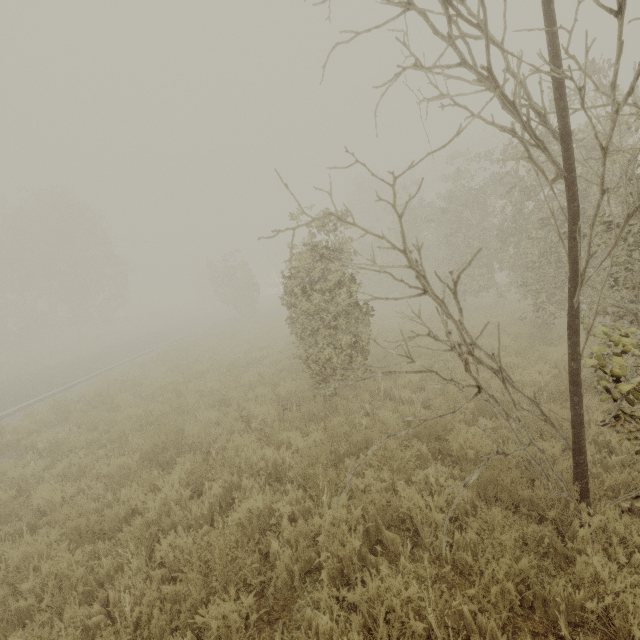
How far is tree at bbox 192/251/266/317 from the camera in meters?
27.7 m

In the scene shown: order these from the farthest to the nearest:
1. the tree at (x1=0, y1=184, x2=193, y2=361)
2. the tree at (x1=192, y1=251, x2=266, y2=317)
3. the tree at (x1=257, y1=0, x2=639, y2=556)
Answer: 1. the tree at (x1=192, y1=251, x2=266, y2=317)
2. the tree at (x1=0, y1=184, x2=193, y2=361)
3. the tree at (x1=257, y1=0, x2=639, y2=556)

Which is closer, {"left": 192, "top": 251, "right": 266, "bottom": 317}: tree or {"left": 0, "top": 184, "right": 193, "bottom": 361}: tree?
{"left": 0, "top": 184, "right": 193, "bottom": 361}: tree

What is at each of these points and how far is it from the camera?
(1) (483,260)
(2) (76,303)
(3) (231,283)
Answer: (1) tree, 13.7 meters
(2) tree, 30.6 meters
(3) tree, 28.8 meters

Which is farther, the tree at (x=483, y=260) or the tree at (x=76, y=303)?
the tree at (x=76, y=303)
